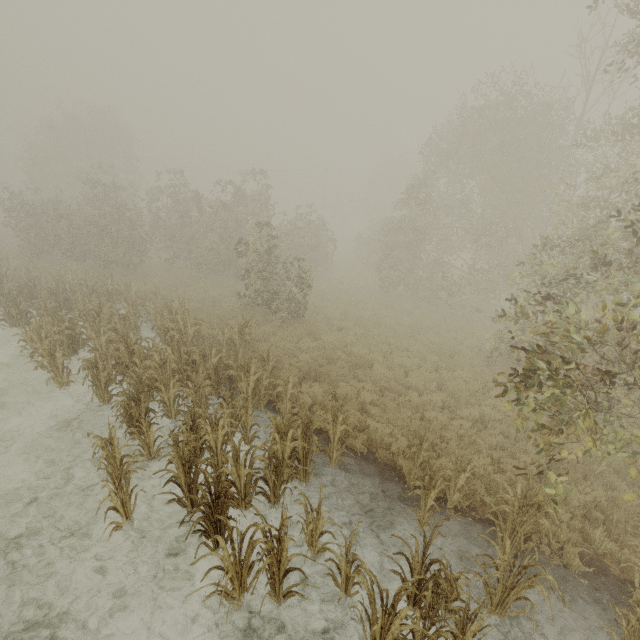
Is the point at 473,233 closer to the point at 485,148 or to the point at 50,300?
the point at 485,148
